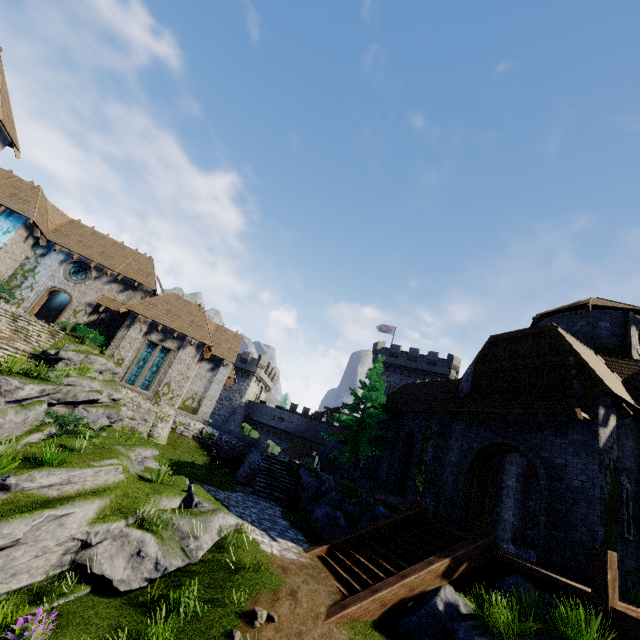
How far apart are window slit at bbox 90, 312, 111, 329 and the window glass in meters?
3.0 m

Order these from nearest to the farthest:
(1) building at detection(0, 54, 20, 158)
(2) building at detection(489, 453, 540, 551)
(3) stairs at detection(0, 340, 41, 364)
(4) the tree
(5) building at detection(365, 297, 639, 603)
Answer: (5) building at detection(365, 297, 639, 603) < (2) building at detection(489, 453, 540, 551) < (3) stairs at detection(0, 340, 41, 364) < (4) the tree < (1) building at detection(0, 54, 20, 158)

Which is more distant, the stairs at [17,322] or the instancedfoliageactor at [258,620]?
the stairs at [17,322]

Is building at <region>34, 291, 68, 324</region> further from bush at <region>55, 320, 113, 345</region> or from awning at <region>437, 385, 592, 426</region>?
awning at <region>437, 385, 592, 426</region>

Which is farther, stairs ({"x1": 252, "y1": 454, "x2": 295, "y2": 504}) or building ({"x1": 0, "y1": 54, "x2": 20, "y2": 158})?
building ({"x1": 0, "y1": 54, "x2": 20, "y2": 158})

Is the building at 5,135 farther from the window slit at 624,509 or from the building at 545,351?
the window slit at 624,509

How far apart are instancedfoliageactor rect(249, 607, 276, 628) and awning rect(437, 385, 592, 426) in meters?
10.2 m

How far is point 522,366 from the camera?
14.02m
